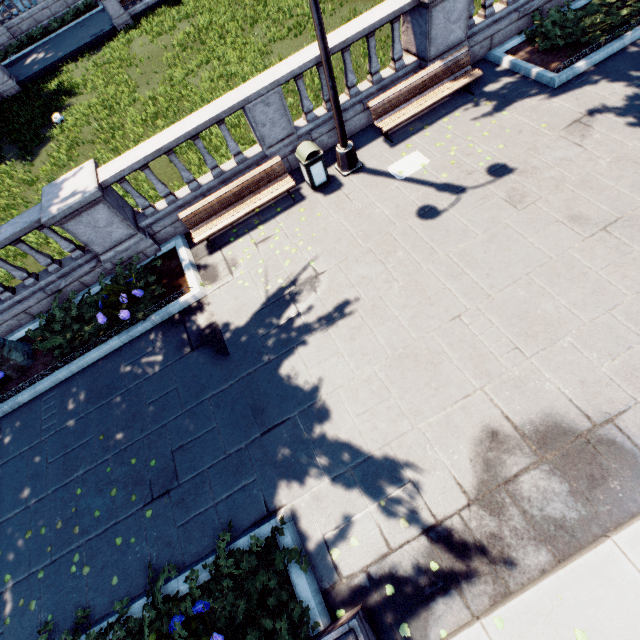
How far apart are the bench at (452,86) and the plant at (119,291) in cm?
724

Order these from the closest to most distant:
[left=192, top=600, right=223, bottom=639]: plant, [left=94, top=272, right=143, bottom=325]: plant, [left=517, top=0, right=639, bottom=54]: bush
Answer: [left=192, top=600, right=223, bottom=639]: plant < [left=94, top=272, right=143, bottom=325]: plant < [left=517, top=0, right=639, bottom=54]: bush

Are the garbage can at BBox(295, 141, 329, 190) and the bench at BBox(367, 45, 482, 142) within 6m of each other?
yes

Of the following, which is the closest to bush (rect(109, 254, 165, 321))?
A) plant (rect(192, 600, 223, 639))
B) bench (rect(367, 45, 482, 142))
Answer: plant (rect(192, 600, 223, 639))

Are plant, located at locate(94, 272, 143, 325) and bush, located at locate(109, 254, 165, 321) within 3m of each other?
yes

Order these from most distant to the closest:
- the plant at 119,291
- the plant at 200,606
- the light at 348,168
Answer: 1. the plant at 119,291
2. the light at 348,168
3. the plant at 200,606

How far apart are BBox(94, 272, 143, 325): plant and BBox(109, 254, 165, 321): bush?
0.00m

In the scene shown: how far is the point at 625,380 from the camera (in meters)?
4.80
